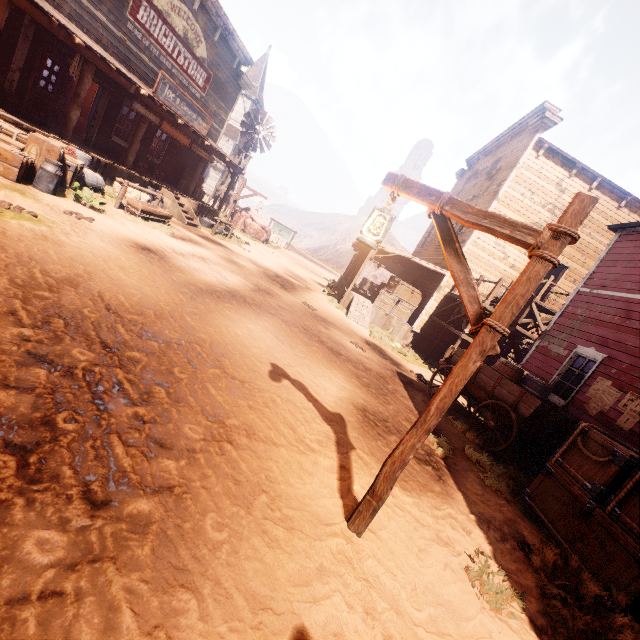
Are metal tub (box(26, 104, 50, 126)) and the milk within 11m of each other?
yes

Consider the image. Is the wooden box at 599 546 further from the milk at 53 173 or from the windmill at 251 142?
the windmill at 251 142

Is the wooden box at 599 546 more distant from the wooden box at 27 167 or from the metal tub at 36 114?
the metal tub at 36 114

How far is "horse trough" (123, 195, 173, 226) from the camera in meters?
10.1 m

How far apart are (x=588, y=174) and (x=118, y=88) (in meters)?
20.36

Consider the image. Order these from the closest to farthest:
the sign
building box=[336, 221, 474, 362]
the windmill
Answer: building box=[336, 221, 474, 362] < the windmill < the sign

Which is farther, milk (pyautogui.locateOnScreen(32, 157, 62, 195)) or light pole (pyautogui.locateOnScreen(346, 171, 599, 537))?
milk (pyautogui.locateOnScreen(32, 157, 62, 195))

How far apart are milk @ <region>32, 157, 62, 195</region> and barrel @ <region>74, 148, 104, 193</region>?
1.73m
